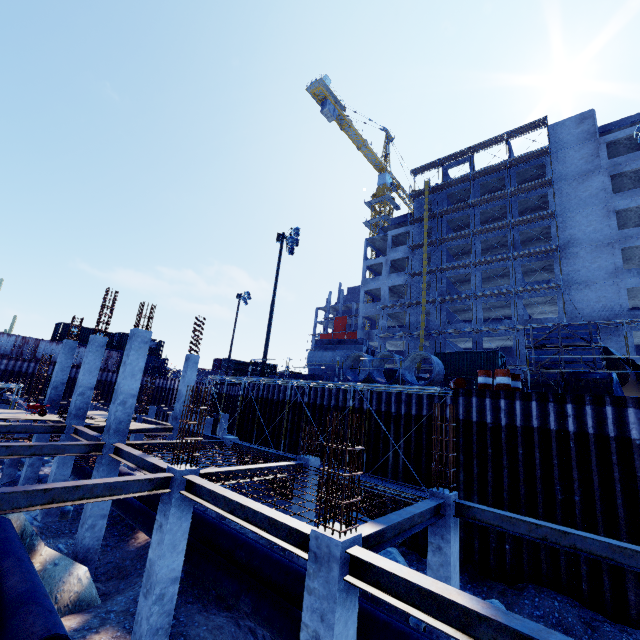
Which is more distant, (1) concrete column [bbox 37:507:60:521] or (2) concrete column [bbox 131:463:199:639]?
(1) concrete column [bbox 37:507:60:521]

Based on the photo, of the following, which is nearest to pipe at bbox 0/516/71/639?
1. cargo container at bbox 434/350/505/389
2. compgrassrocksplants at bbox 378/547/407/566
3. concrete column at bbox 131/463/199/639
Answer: concrete column at bbox 131/463/199/639

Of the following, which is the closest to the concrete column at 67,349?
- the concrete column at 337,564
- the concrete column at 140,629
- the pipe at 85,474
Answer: the pipe at 85,474

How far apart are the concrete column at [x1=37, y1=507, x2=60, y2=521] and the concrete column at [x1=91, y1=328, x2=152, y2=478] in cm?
434

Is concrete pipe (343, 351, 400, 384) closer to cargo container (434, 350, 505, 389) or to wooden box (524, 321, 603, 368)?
wooden box (524, 321, 603, 368)

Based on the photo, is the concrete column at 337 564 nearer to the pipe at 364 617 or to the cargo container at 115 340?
the pipe at 364 617

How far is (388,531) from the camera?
6.42m

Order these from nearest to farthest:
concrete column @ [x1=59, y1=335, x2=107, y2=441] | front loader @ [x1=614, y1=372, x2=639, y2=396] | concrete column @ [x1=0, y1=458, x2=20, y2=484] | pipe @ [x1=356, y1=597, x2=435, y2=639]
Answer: pipe @ [x1=356, y1=597, x2=435, y2=639], front loader @ [x1=614, y1=372, x2=639, y2=396], concrete column @ [x1=59, y1=335, x2=107, y2=441], concrete column @ [x1=0, y1=458, x2=20, y2=484]
